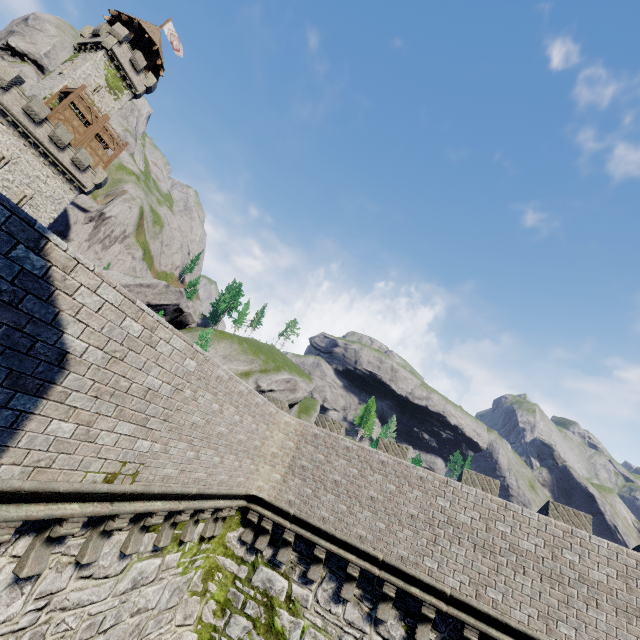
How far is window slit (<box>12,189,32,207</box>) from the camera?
30.4 meters

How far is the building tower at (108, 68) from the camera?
35.1m

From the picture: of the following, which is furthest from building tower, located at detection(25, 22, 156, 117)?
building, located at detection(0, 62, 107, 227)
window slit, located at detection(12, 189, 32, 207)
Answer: window slit, located at detection(12, 189, 32, 207)

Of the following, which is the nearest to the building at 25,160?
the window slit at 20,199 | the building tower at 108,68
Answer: the window slit at 20,199

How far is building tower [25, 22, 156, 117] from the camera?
35.06m

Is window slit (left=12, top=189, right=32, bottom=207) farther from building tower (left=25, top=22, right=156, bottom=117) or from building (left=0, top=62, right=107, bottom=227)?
building tower (left=25, top=22, right=156, bottom=117)

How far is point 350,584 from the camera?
8.8 meters
